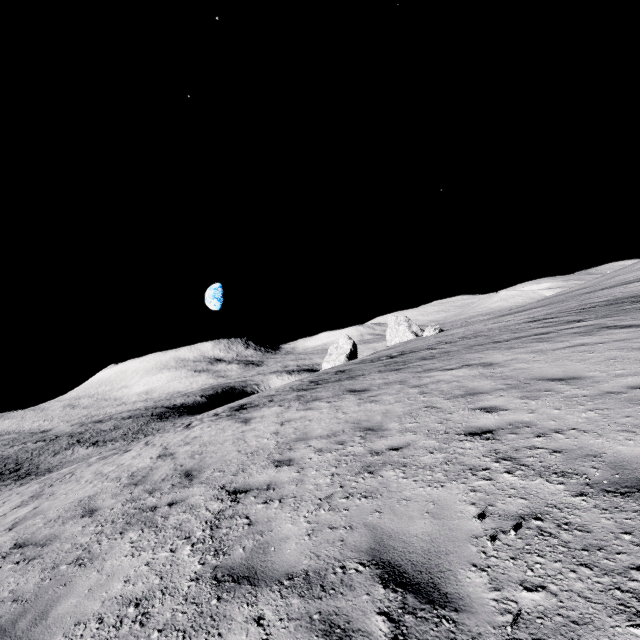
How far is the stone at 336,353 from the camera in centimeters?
5377cm

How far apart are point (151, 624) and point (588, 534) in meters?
4.0 m

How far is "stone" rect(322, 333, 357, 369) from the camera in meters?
53.8 m
